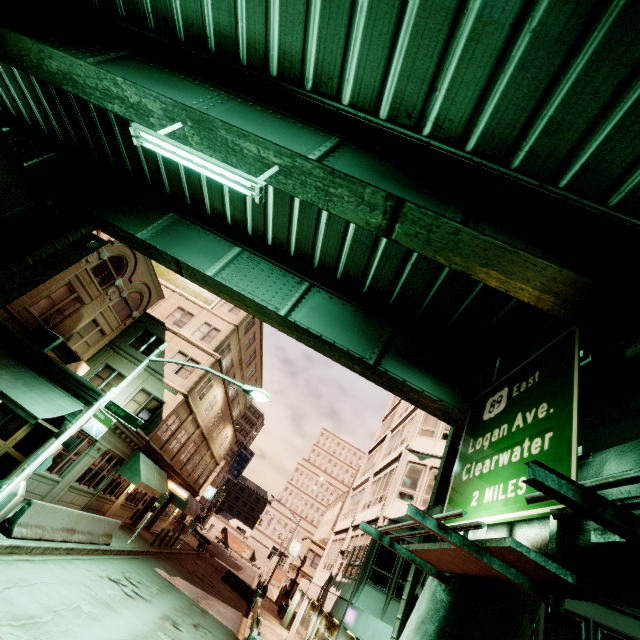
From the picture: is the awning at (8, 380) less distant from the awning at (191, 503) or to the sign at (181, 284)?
the sign at (181, 284)

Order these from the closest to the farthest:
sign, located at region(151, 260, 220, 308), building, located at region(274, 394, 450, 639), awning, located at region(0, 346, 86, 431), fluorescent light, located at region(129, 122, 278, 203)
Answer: fluorescent light, located at region(129, 122, 278, 203), awning, located at region(0, 346, 86, 431), building, located at region(274, 394, 450, 639), sign, located at region(151, 260, 220, 308)

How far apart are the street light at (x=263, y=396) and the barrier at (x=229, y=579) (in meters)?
27.30

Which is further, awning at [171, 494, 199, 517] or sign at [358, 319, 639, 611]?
awning at [171, 494, 199, 517]

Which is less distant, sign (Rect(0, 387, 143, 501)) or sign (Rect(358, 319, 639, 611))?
sign (Rect(358, 319, 639, 611))

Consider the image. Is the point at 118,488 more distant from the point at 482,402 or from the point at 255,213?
the point at 482,402

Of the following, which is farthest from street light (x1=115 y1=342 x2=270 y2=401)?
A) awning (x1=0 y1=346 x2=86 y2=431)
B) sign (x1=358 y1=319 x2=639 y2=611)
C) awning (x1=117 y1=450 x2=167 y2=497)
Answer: awning (x1=117 y1=450 x2=167 y2=497)

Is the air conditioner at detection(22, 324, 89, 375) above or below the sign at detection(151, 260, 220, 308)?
below
